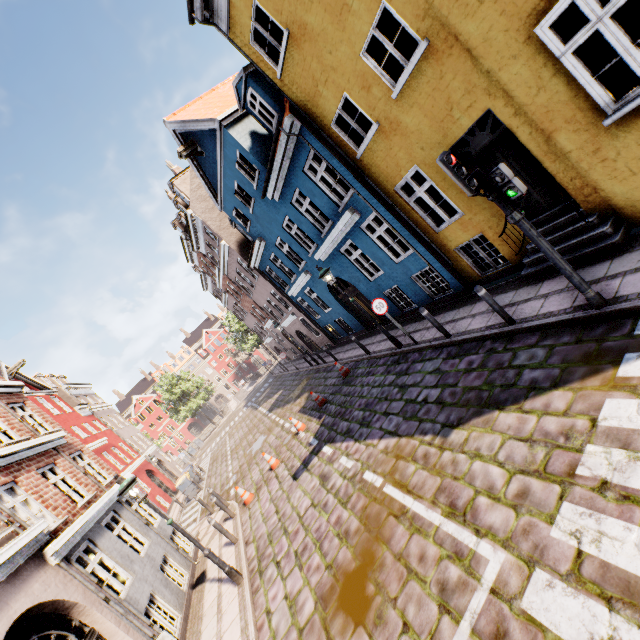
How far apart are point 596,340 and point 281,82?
9.5m

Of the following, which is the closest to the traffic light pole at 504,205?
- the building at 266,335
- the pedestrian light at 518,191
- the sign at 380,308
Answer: the pedestrian light at 518,191

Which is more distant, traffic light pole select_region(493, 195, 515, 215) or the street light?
the street light

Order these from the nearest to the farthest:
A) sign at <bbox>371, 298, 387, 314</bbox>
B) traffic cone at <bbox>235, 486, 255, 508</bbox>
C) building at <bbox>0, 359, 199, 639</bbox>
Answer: building at <bbox>0, 359, 199, 639</bbox> < sign at <bbox>371, 298, 387, 314</bbox> < traffic cone at <bbox>235, 486, 255, 508</bbox>

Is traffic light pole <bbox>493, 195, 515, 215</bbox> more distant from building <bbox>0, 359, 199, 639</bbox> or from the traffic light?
building <bbox>0, 359, 199, 639</bbox>

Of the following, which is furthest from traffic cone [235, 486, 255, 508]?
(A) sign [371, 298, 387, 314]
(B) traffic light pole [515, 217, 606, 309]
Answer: (B) traffic light pole [515, 217, 606, 309]

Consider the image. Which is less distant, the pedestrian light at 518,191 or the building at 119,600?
the pedestrian light at 518,191

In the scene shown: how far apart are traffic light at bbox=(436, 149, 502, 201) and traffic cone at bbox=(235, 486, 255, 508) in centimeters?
1165cm
